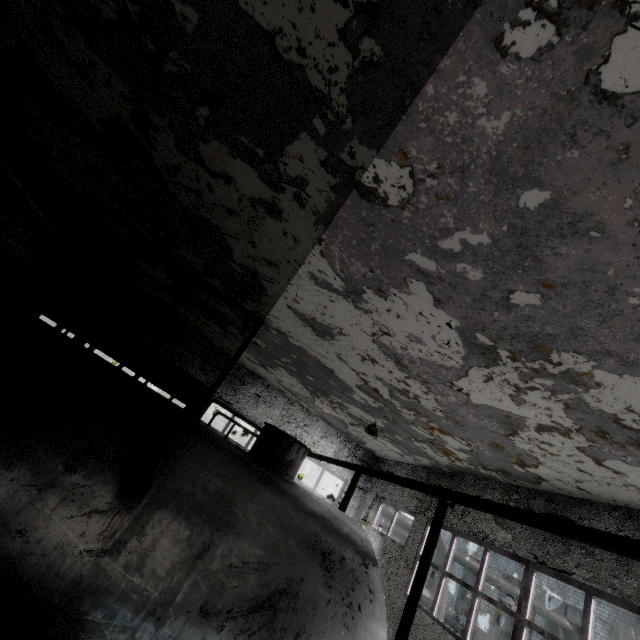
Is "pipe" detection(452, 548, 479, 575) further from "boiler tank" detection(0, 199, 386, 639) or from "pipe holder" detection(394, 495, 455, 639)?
"pipe holder" detection(394, 495, 455, 639)

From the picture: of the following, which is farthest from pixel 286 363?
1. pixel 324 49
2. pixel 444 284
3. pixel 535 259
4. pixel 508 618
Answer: pixel 508 618

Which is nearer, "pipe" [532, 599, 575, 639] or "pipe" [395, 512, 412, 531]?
"pipe" [395, 512, 412, 531]

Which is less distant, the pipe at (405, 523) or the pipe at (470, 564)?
the pipe at (405, 523)

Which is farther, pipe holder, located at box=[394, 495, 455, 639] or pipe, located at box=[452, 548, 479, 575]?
pipe, located at box=[452, 548, 479, 575]

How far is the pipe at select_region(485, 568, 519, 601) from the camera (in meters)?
18.23

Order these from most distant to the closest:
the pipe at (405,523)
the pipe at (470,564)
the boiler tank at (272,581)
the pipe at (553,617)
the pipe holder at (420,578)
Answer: the pipe at (553,617) < the pipe at (470,564) < the pipe at (405,523) < the pipe holder at (420,578) < the boiler tank at (272,581)

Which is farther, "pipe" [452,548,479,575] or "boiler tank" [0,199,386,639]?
"pipe" [452,548,479,575]
